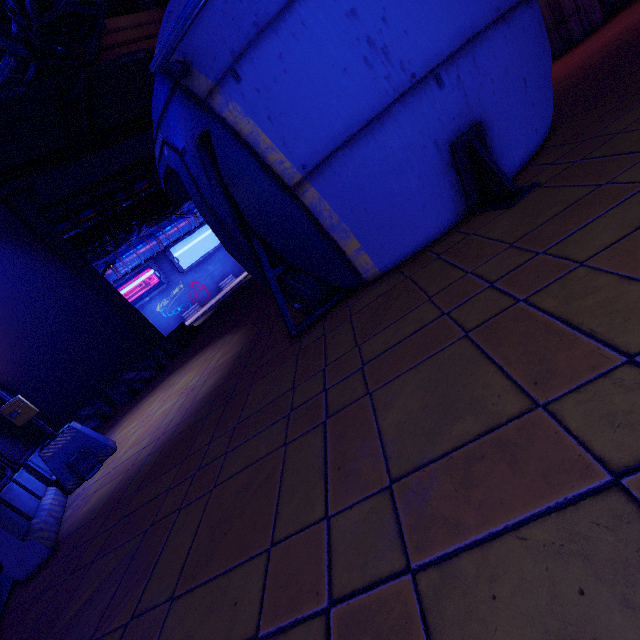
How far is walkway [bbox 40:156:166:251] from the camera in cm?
1727

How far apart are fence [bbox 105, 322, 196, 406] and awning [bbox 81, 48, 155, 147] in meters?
10.2

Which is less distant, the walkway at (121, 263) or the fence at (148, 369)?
the fence at (148, 369)

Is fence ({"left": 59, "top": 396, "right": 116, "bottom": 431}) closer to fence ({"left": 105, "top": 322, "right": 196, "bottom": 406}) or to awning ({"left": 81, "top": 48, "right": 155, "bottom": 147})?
fence ({"left": 105, "top": 322, "right": 196, "bottom": 406})

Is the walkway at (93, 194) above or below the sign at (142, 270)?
above

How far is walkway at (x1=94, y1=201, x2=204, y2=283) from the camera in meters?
30.2 m

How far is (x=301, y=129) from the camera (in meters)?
3.74

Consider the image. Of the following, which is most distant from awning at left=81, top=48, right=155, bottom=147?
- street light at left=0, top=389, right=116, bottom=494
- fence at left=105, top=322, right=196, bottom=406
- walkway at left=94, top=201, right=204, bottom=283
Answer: walkway at left=94, top=201, right=204, bottom=283
